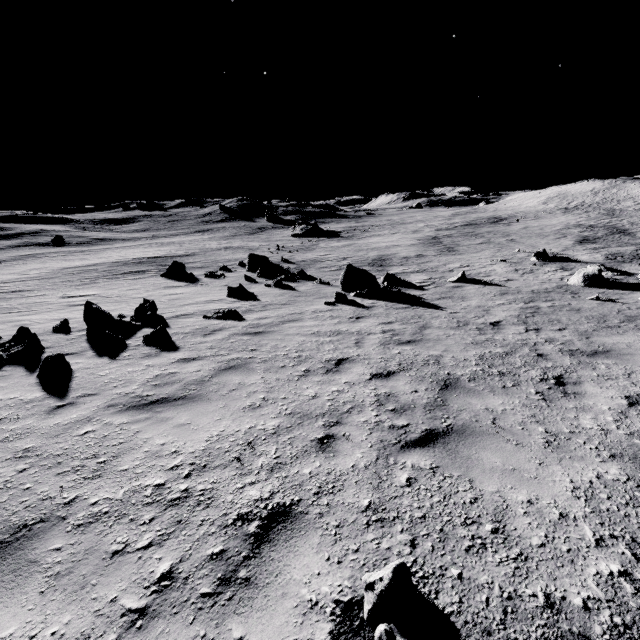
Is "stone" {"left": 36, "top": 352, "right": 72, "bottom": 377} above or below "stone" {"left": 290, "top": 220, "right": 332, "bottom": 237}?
above

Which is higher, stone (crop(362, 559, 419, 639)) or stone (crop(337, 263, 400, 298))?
stone (crop(362, 559, 419, 639))

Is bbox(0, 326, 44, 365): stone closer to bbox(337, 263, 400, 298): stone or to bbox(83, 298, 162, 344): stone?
bbox(83, 298, 162, 344): stone

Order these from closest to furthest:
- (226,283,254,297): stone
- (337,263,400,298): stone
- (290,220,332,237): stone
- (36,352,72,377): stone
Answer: (36,352,72,377): stone
(337,263,400,298): stone
(226,283,254,297): stone
(290,220,332,237): stone

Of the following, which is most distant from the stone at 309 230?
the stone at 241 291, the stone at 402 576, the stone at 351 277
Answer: the stone at 402 576

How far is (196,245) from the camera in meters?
44.8

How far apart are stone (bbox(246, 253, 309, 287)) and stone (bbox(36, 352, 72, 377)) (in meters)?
14.43

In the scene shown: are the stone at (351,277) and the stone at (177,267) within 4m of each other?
no
